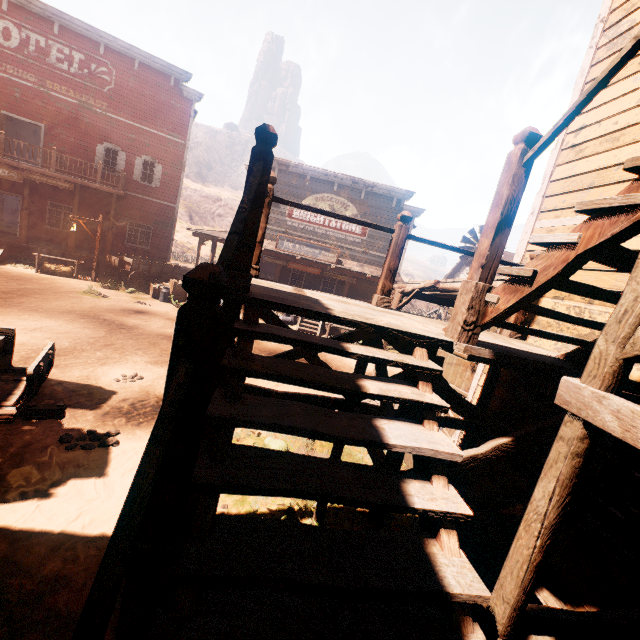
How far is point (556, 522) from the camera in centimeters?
161cm

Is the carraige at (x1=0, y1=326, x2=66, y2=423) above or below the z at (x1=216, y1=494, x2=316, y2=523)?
above

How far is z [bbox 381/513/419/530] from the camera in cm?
492

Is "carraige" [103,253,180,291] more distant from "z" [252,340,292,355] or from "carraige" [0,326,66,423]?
"carraige" [0,326,66,423]

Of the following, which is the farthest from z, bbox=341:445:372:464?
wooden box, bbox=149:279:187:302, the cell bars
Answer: the cell bars

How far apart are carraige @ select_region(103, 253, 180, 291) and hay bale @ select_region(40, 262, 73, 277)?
1.4m

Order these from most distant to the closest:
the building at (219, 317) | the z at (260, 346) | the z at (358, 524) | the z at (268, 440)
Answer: the z at (260, 346)
the z at (268, 440)
the z at (358, 524)
the building at (219, 317)

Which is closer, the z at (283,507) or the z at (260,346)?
the z at (283,507)
